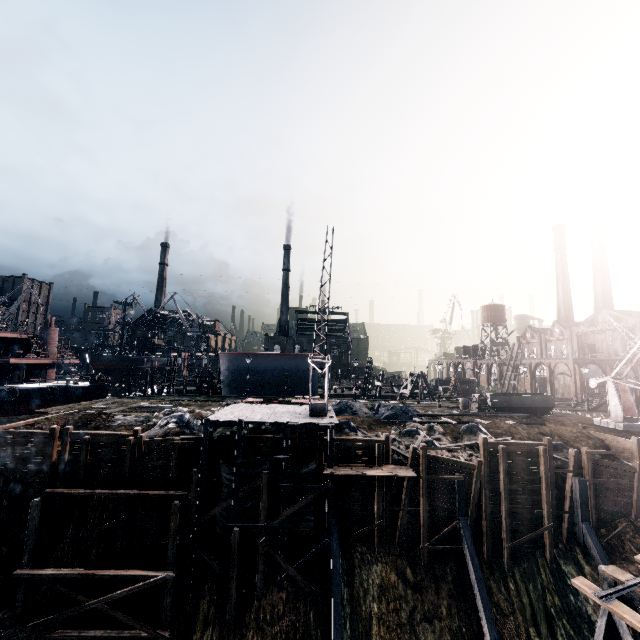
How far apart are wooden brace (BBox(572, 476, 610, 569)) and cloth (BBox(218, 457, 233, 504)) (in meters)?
23.16

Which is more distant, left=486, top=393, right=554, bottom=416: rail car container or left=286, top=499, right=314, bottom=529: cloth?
left=486, top=393, right=554, bottom=416: rail car container

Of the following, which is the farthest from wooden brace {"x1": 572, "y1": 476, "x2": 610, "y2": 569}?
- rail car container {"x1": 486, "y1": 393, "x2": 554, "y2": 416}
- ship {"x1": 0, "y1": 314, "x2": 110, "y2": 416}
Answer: ship {"x1": 0, "y1": 314, "x2": 110, "y2": 416}

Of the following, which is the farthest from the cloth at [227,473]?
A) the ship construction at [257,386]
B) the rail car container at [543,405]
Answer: the ship construction at [257,386]

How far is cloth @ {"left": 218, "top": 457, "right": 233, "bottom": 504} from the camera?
20.7m

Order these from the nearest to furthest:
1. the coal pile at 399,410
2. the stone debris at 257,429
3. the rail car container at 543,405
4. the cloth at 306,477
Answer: the cloth at 306,477 < the stone debris at 257,429 < the coal pile at 399,410 < the rail car container at 543,405

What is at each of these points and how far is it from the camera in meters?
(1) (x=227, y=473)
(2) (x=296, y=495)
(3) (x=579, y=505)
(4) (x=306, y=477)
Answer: (1) cloth, 20.8 m
(2) cloth, 21.2 m
(3) wooden brace, 21.7 m
(4) cloth, 21.4 m

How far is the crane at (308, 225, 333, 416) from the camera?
20.40m
